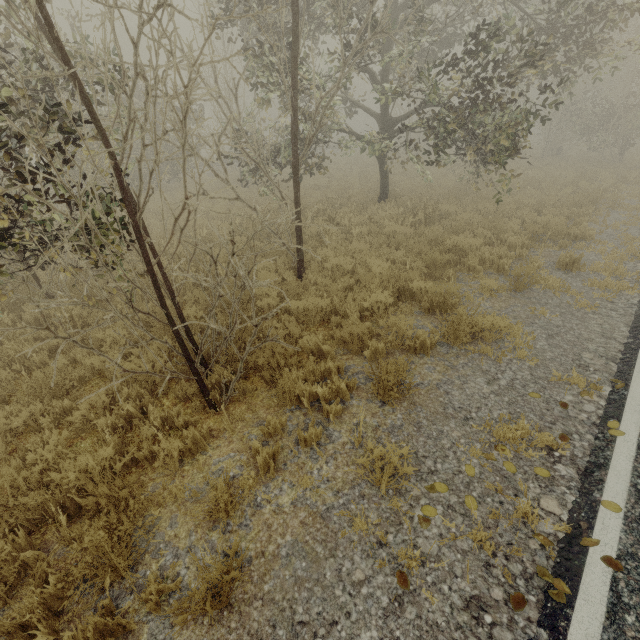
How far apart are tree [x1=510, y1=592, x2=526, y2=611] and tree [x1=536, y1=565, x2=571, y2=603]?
0.28m

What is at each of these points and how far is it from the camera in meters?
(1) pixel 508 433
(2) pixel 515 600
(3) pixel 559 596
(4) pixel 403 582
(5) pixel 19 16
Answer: (1) tree, 3.9
(2) tree, 2.6
(3) tree, 2.6
(4) tree, 2.8
(5) tree, 3.6

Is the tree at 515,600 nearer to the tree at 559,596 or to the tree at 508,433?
the tree at 559,596

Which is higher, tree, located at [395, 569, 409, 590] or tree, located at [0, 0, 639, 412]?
tree, located at [0, 0, 639, 412]

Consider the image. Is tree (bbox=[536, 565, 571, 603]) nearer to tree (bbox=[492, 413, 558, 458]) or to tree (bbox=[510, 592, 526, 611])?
tree (bbox=[510, 592, 526, 611])

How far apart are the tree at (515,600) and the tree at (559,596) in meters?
0.3

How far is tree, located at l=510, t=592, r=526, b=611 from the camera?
2.5m
